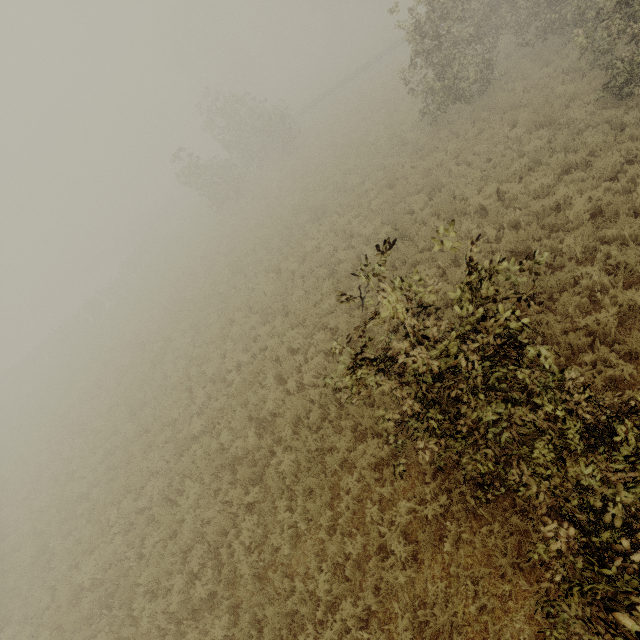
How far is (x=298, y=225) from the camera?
17.3 meters

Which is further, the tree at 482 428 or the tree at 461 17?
the tree at 461 17

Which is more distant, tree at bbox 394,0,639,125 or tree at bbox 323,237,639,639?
tree at bbox 394,0,639,125
